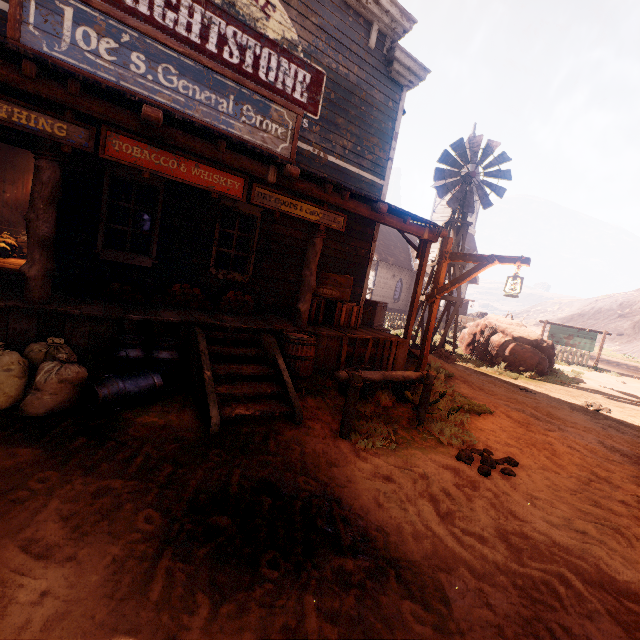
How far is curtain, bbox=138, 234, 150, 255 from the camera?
6.3 meters

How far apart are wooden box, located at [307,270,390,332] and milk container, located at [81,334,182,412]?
2.93m

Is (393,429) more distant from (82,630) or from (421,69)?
(421,69)

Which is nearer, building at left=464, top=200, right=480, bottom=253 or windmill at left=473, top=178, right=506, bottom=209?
windmill at left=473, top=178, right=506, bottom=209

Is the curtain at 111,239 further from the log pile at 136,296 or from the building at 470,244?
the log pile at 136,296

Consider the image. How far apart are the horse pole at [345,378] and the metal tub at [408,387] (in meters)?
0.92

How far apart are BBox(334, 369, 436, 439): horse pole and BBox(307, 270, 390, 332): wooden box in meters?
2.7
